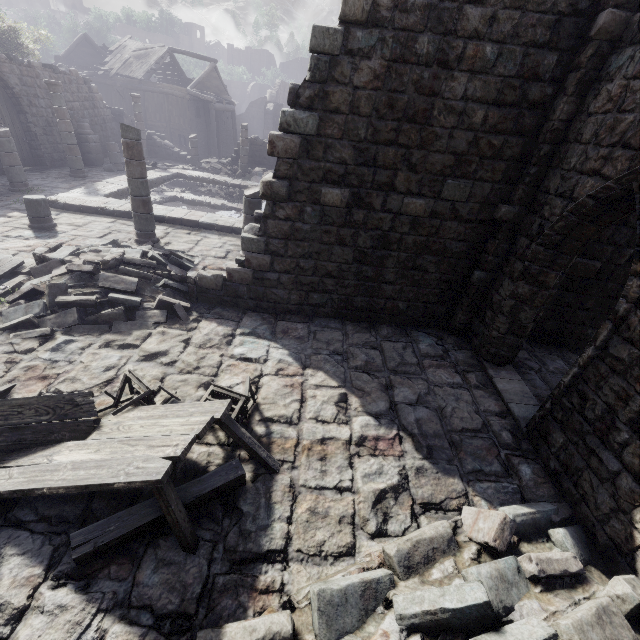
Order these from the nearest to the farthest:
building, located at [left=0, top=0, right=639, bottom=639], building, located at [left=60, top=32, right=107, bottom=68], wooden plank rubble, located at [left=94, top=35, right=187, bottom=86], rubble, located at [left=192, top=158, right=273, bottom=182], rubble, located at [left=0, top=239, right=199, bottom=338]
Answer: → building, located at [left=0, top=0, right=639, bottom=639] < rubble, located at [left=0, top=239, right=199, bottom=338] < rubble, located at [left=192, top=158, right=273, bottom=182] < wooden plank rubble, located at [left=94, top=35, right=187, bottom=86] < building, located at [left=60, top=32, right=107, bottom=68]

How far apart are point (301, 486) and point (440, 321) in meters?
5.6 m

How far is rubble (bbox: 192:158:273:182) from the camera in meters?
21.5

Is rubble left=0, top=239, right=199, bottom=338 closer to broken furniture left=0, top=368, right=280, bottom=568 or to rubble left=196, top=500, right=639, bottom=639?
broken furniture left=0, top=368, right=280, bottom=568

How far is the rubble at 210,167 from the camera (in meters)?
21.53

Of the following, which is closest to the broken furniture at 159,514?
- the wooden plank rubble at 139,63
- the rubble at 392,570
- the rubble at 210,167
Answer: the rubble at 392,570

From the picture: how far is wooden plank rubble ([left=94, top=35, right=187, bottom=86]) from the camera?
29.0 meters

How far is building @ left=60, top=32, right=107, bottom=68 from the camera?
31.2 meters
